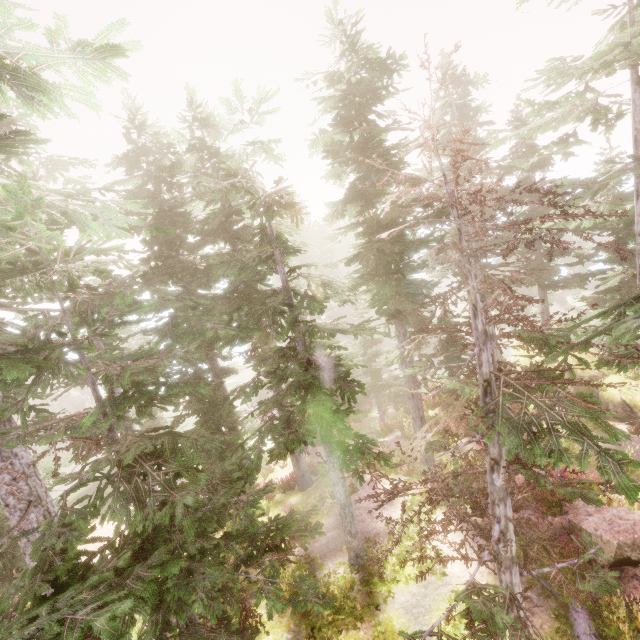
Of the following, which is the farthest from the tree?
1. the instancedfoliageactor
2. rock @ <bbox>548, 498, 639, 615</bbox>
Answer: rock @ <bbox>548, 498, 639, 615</bbox>

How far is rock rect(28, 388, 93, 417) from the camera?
42.1 meters

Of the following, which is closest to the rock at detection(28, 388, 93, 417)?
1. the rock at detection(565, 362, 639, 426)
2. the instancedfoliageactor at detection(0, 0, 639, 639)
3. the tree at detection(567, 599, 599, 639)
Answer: the instancedfoliageactor at detection(0, 0, 639, 639)

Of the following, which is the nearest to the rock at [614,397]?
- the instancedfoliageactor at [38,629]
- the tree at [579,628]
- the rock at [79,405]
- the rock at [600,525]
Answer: the instancedfoliageactor at [38,629]

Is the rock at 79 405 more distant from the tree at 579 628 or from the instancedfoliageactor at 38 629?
the tree at 579 628

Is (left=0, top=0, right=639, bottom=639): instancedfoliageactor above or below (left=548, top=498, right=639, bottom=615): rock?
above

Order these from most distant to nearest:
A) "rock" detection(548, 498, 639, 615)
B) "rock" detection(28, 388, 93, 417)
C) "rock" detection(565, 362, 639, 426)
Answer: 1. "rock" detection(28, 388, 93, 417)
2. "rock" detection(565, 362, 639, 426)
3. "rock" detection(548, 498, 639, 615)

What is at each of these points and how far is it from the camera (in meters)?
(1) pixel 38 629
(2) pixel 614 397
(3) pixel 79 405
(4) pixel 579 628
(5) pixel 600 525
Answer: (1) instancedfoliageactor, 3.61
(2) rock, 17.81
(3) rock, 45.88
(4) tree, 8.21
(5) rock, 9.52
